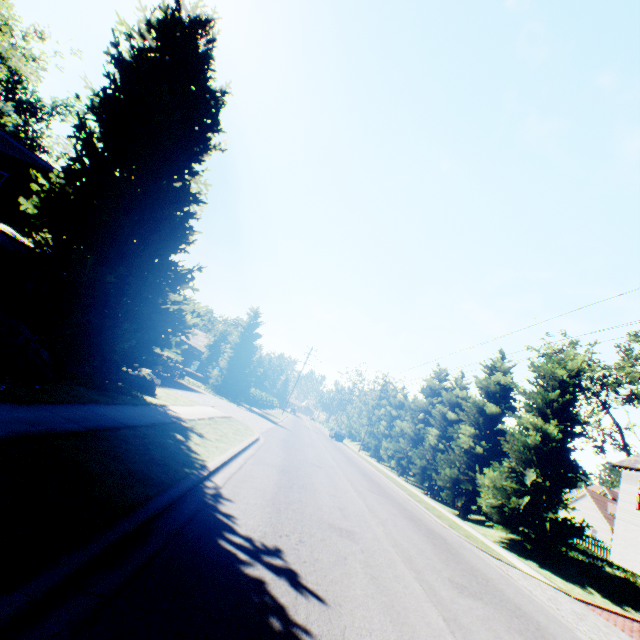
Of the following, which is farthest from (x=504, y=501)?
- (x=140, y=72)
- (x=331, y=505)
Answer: (x=140, y=72)

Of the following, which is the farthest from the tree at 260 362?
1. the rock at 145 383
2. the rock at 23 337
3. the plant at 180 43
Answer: the rock at 23 337

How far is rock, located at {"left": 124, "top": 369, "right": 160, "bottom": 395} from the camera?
12.75m

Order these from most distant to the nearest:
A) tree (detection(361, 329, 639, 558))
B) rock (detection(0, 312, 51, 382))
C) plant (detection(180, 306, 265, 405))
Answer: plant (detection(180, 306, 265, 405)) → tree (detection(361, 329, 639, 558)) → rock (detection(0, 312, 51, 382))

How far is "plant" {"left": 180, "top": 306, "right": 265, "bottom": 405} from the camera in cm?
3186

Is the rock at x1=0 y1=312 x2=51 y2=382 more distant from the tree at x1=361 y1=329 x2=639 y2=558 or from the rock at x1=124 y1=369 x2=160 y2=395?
the tree at x1=361 y1=329 x2=639 y2=558

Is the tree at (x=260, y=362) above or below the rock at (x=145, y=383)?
above

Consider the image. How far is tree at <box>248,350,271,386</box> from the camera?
39.1m
